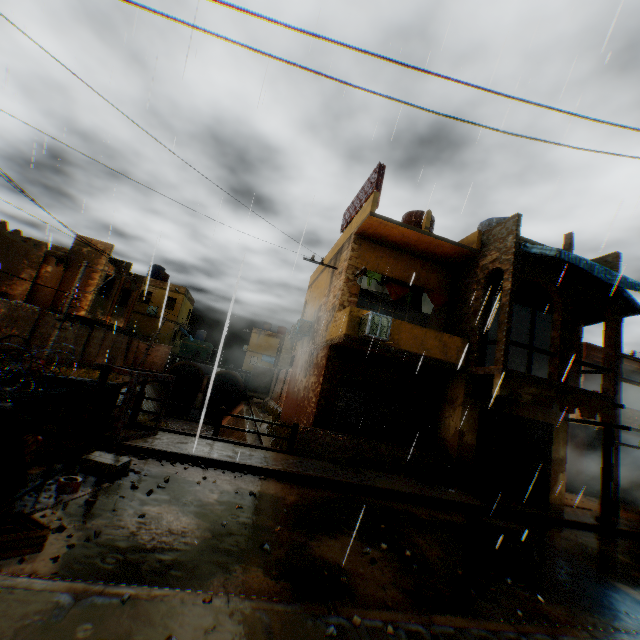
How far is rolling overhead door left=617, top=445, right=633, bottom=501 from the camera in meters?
16.8

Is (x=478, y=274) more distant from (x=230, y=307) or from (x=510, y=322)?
(x=230, y=307)

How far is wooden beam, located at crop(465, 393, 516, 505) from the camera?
9.54m

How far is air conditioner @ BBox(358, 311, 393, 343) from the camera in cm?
1036

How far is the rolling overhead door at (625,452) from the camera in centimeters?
1681cm

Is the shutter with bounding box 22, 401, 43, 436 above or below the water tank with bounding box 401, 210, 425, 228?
below

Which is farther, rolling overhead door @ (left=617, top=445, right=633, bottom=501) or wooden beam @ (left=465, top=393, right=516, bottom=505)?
rolling overhead door @ (left=617, top=445, right=633, bottom=501)

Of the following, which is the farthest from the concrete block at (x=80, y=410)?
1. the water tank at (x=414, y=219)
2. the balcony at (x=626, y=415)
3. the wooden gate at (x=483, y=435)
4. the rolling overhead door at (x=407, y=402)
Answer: the balcony at (x=626, y=415)
